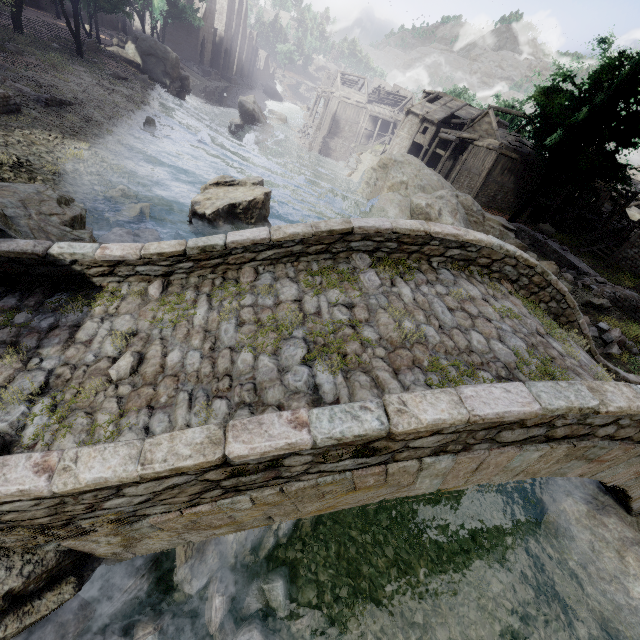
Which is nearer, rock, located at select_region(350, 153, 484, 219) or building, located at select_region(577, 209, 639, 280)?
building, located at select_region(577, 209, 639, 280)

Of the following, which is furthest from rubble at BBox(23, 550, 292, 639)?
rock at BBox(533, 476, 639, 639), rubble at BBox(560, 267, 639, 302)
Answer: rubble at BBox(560, 267, 639, 302)

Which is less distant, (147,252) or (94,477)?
(94,477)

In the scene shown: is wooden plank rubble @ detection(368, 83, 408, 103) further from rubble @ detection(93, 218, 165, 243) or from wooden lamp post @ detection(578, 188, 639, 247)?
rubble @ detection(93, 218, 165, 243)

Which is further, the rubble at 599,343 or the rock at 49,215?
the rubble at 599,343

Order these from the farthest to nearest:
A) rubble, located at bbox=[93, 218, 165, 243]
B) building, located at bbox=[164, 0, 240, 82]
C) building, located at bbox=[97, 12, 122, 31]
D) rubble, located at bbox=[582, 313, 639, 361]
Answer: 1. building, located at bbox=[164, 0, 240, 82]
2. building, located at bbox=[97, 12, 122, 31]
3. rubble, located at bbox=[582, 313, 639, 361]
4. rubble, located at bbox=[93, 218, 165, 243]

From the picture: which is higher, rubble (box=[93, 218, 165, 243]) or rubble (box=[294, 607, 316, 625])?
rubble (box=[93, 218, 165, 243])

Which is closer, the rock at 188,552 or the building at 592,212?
the rock at 188,552
